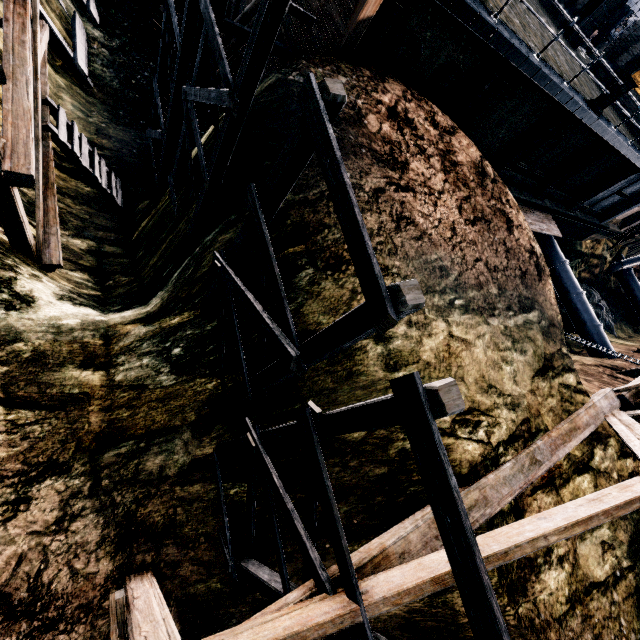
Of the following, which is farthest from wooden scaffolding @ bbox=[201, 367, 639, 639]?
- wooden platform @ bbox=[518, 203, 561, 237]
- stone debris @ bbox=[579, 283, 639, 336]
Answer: wooden platform @ bbox=[518, 203, 561, 237]

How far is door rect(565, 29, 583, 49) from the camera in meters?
23.6

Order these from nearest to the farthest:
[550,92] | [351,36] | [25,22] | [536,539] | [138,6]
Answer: [536,539] < [25,22] < [351,36] < [550,92] < [138,6]

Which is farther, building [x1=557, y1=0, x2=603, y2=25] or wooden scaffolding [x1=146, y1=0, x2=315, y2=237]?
building [x1=557, y1=0, x2=603, y2=25]

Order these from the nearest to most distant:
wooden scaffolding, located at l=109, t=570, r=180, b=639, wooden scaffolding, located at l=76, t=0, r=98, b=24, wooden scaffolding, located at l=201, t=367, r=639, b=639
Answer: wooden scaffolding, located at l=201, t=367, r=639, b=639 → wooden scaffolding, located at l=109, t=570, r=180, b=639 → wooden scaffolding, located at l=76, t=0, r=98, b=24

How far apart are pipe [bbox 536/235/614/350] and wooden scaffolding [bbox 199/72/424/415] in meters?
30.1

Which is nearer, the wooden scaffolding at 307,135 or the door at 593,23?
the wooden scaffolding at 307,135

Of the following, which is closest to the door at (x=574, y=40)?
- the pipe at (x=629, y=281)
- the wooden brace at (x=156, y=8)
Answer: the wooden brace at (x=156, y=8)
